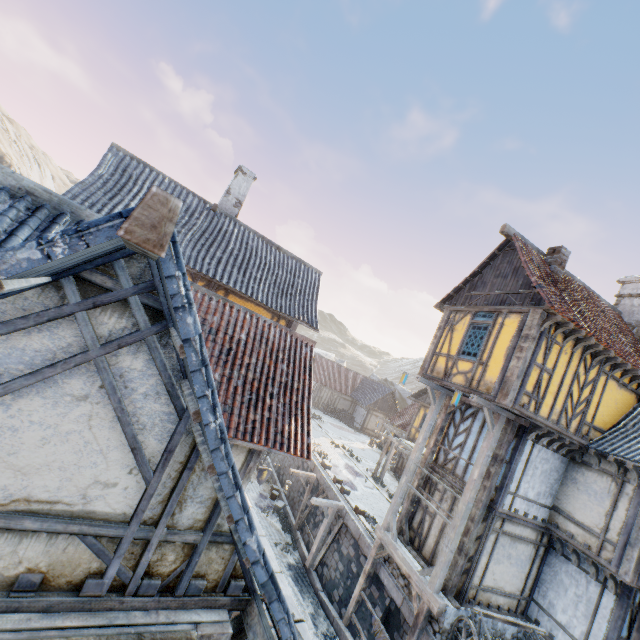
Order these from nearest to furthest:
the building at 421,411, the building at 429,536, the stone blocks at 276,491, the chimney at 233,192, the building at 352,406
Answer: the building at 429,536 → the chimney at 233,192 → the stone blocks at 276,491 → the building at 421,411 → the building at 352,406

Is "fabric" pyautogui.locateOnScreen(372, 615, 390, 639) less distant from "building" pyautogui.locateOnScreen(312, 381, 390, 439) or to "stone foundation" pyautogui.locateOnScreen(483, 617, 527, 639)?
"stone foundation" pyautogui.locateOnScreen(483, 617, 527, 639)

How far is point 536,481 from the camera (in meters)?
10.47

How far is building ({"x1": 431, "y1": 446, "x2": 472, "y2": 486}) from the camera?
11.30m

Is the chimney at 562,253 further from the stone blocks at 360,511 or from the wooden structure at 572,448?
the stone blocks at 360,511

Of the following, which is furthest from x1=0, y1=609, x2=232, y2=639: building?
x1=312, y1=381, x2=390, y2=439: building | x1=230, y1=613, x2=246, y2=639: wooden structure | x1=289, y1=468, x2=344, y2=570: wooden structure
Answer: x1=312, y1=381, x2=390, y2=439: building

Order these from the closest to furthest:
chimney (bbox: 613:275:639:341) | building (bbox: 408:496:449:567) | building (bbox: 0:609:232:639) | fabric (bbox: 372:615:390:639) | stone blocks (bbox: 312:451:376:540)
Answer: building (bbox: 0:609:232:639) < fabric (bbox: 372:615:390:639) < building (bbox: 408:496:449:567) < chimney (bbox: 613:275:639:341) < stone blocks (bbox: 312:451:376:540)

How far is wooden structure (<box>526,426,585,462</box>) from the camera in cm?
1000
